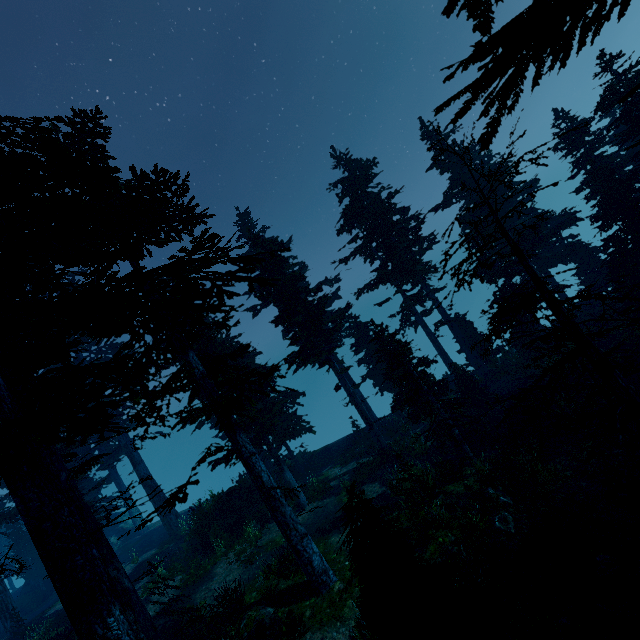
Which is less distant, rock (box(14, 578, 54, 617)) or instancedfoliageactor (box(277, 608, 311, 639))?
instancedfoliageactor (box(277, 608, 311, 639))

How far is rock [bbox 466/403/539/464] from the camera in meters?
14.0 m

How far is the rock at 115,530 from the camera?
31.4 meters

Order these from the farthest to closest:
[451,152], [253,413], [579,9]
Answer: [253,413] → [451,152] → [579,9]

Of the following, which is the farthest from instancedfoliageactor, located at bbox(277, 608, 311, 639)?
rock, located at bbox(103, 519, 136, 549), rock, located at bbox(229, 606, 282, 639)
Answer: rock, located at bbox(229, 606, 282, 639)

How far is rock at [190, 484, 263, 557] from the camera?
18.6 meters

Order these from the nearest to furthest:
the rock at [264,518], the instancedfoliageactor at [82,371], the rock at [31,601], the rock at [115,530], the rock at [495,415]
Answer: the instancedfoliageactor at [82,371], the rock at [495,415], the rock at [264,518], the rock at [31,601], the rock at [115,530]
